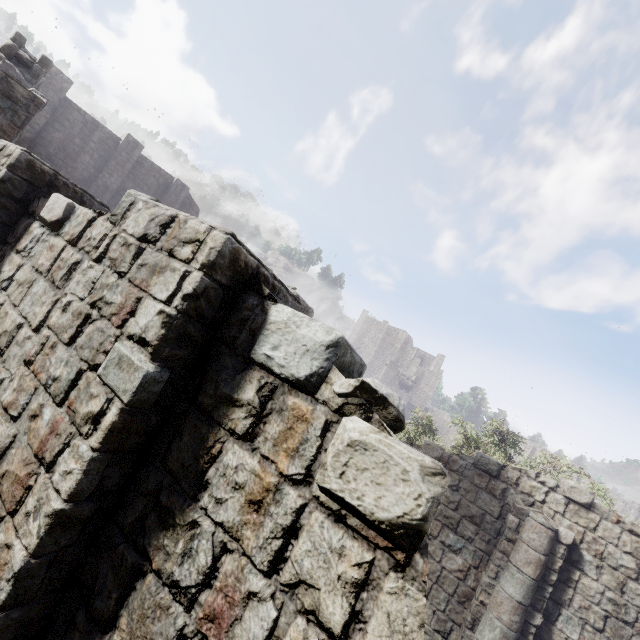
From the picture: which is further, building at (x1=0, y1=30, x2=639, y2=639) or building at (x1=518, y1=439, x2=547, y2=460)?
building at (x1=518, y1=439, x2=547, y2=460)

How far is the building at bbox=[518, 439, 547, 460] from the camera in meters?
40.8

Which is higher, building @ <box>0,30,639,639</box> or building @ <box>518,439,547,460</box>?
building @ <box>518,439,547,460</box>

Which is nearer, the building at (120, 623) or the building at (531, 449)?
the building at (120, 623)

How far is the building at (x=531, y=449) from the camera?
40.8m

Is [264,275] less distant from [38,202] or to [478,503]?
[38,202]
